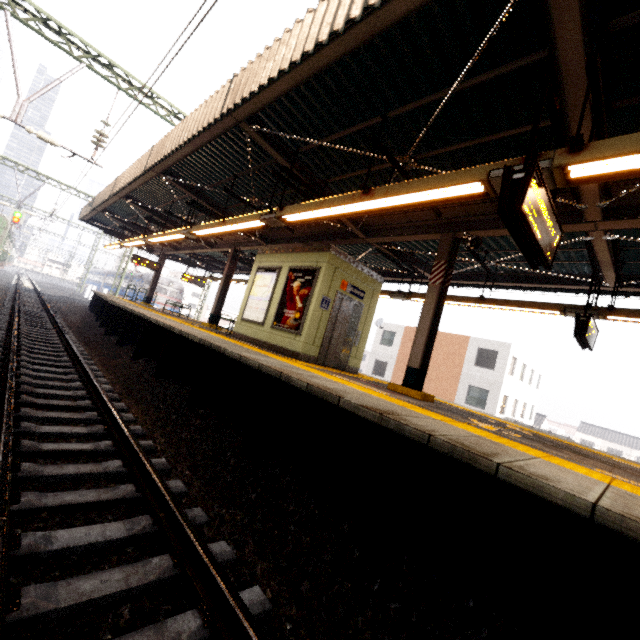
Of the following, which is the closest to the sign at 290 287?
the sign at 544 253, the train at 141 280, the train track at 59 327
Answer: the train track at 59 327

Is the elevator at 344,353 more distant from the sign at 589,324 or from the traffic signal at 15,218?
the traffic signal at 15,218

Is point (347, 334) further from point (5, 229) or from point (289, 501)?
point (5, 229)

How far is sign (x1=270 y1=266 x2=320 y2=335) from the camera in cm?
799

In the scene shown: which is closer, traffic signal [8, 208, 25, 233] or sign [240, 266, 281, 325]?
sign [240, 266, 281, 325]

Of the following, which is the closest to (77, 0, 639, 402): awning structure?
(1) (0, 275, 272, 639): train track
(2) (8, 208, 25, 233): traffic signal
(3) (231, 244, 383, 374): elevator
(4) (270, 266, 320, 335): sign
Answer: (3) (231, 244, 383, 374): elevator

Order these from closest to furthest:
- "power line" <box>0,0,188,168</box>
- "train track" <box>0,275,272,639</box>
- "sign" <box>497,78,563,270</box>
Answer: "train track" <box>0,275,272,639</box> → "sign" <box>497,78,563,270</box> → "power line" <box>0,0,188,168</box>

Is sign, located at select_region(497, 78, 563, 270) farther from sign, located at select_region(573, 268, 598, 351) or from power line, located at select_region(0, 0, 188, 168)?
power line, located at select_region(0, 0, 188, 168)
